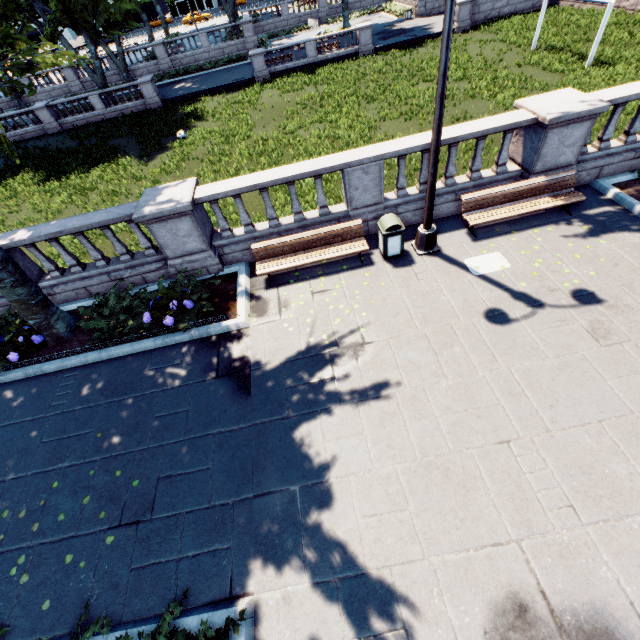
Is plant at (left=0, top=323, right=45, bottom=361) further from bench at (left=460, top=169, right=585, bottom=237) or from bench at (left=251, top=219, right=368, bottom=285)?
bench at (left=460, top=169, right=585, bottom=237)

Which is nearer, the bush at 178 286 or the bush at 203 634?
the bush at 203 634

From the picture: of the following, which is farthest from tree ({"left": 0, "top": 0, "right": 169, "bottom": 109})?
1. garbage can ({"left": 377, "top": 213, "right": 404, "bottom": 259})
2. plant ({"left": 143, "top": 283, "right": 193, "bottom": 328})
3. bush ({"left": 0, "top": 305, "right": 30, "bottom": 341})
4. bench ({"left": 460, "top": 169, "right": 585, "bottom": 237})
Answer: garbage can ({"left": 377, "top": 213, "right": 404, "bottom": 259})

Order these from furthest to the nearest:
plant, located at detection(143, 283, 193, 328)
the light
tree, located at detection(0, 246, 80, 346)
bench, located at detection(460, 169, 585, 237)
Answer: bench, located at detection(460, 169, 585, 237), plant, located at detection(143, 283, 193, 328), tree, located at detection(0, 246, 80, 346), the light

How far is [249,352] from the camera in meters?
7.2 m

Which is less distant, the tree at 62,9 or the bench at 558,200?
the tree at 62,9

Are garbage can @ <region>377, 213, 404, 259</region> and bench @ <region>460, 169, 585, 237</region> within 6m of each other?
yes

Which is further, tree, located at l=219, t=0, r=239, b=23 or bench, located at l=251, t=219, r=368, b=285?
tree, located at l=219, t=0, r=239, b=23
